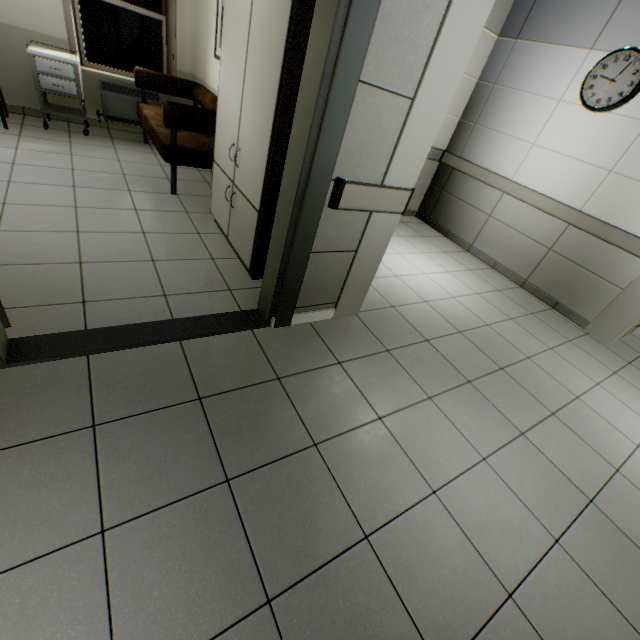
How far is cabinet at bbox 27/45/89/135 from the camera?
3.9 meters

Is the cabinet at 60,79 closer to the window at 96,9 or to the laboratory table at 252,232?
the window at 96,9

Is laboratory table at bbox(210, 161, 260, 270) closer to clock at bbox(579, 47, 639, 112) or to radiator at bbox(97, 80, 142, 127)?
radiator at bbox(97, 80, 142, 127)

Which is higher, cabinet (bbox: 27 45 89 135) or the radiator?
cabinet (bbox: 27 45 89 135)

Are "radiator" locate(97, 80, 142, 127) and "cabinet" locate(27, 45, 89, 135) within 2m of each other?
yes

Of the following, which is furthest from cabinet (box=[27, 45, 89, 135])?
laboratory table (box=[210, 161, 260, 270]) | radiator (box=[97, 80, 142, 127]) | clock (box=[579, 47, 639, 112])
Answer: clock (box=[579, 47, 639, 112])

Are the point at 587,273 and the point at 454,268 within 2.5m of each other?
yes

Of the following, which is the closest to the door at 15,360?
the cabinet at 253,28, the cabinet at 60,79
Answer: the cabinet at 253,28
